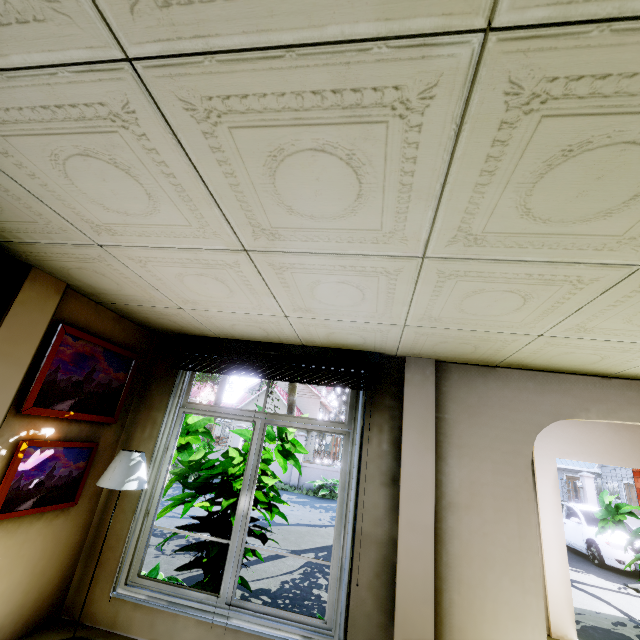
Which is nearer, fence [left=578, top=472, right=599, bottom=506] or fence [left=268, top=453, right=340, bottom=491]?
fence [left=578, top=472, right=599, bottom=506]

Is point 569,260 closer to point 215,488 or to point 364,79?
point 364,79

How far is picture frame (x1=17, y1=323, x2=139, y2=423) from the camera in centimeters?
262cm

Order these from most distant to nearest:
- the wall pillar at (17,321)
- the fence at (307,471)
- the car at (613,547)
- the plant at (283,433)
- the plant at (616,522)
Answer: the fence at (307,471) < the car at (613,547) < the plant at (616,522) < the plant at (283,433) < the wall pillar at (17,321)

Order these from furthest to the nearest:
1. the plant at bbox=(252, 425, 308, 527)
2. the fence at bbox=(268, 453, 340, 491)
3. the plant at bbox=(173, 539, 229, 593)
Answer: the fence at bbox=(268, 453, 340, 491) → the plant at bbox=(252, 425, 308, 527) → the plant at bbox=(173, 539, 229, 593)

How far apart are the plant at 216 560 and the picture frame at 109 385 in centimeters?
154cm

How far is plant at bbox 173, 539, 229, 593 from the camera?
3.31m

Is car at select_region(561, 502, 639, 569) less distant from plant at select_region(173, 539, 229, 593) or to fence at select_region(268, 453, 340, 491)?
fence at select_region(268, 453, 340, 491)
